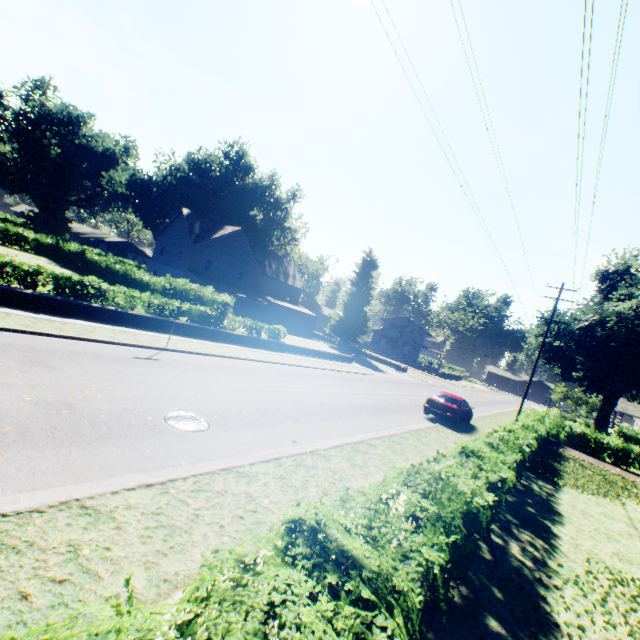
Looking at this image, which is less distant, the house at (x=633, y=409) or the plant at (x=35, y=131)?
the house at (x=633, y=409)

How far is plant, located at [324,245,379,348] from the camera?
47.78m

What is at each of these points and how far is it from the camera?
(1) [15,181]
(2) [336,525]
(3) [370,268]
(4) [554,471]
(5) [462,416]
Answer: (1) plant, 58.0m
(2) hedge, 3.0m
(3) plant, 48.9m
(4) plant, 15.5m
(5) car, 18.8m

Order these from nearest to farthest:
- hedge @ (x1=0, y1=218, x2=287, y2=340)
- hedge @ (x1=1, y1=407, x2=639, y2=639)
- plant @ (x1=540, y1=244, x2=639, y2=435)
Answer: hedge @ (x1=1, y1=407, x2=639, y2=639) → hedge @ (x1=0, y1=218, x2=287, y2=340) → plant @ (x1=540, y1=244, x2=639, y2=435)

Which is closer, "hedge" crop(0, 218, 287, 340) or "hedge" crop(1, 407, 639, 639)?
"hedge" crop(1, 407, 639, 639)

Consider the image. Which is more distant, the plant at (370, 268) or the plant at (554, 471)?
the plant at (370, 268)

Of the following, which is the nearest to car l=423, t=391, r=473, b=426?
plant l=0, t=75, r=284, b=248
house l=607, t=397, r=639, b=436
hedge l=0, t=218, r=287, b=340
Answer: hedge l=0, t=218, r=287, b=340
